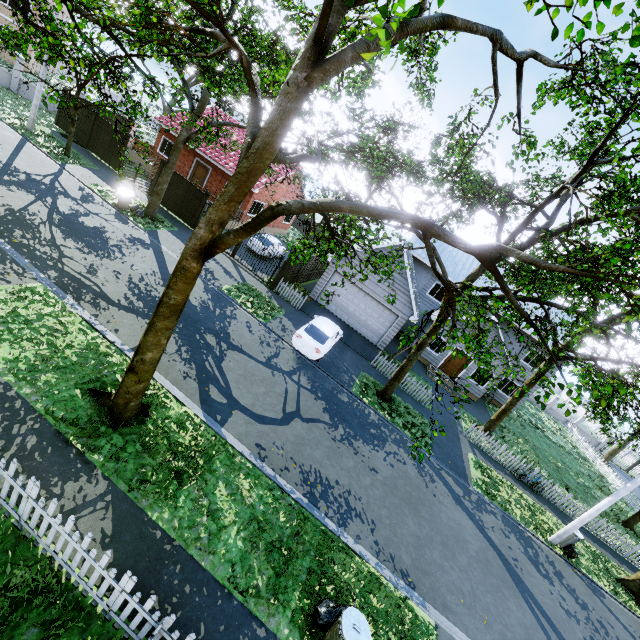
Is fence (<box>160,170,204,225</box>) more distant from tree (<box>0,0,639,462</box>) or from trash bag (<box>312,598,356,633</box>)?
trash bag (<box>312,598,356,633</box>)

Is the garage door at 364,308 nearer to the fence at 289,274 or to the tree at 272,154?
the tree at 272,154

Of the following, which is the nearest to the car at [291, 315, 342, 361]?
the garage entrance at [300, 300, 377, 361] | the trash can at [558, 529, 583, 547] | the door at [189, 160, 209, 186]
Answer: the garage entrance at [300, 300, 377, 361]

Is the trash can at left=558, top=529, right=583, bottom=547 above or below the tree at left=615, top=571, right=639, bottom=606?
above

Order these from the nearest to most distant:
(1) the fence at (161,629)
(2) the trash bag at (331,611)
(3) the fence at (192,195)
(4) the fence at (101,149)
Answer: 1. (1) the fence at (161,629)
2. (2) the trash bag at (331,611)
3. (3) the fence at (192,195)
4. (4) the fence at (101,149)

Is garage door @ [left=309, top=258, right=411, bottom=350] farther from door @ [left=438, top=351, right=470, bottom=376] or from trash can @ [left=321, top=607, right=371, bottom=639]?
trash can @ [left=321, top=607, right=371, bottom=639]

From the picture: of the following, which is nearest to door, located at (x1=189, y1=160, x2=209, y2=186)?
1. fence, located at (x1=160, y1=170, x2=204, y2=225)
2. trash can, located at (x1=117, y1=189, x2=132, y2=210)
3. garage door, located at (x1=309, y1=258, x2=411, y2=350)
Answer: fence, located at (x1=160, y1=170, x2=204, y2=225)

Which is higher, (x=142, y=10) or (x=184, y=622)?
(x=142, y=10)
